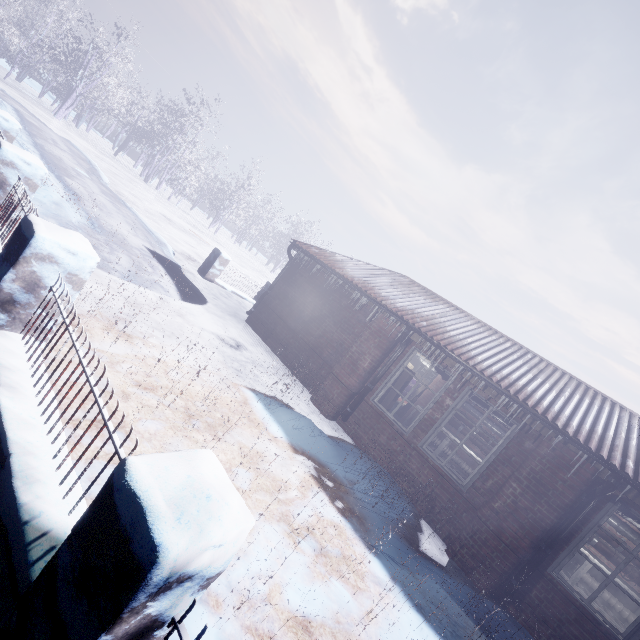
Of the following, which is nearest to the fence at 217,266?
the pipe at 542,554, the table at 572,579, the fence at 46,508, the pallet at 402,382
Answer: the fence at 46,508

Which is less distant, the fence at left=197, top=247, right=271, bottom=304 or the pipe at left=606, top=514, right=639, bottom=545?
the pipe at left=606, top=514, right=639, bottom=545

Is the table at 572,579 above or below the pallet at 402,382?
below

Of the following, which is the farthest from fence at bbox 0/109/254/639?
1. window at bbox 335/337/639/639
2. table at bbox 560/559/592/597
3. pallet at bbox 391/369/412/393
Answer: table at bbox 560/559/592/597

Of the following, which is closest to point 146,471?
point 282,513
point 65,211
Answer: point 282,513

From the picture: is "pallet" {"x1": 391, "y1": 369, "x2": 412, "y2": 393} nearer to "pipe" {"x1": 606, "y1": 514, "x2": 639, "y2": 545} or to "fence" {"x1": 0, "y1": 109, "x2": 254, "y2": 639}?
"pipe" {"x1": 606, "y1": 514, "x2": 639, "y2": 545}

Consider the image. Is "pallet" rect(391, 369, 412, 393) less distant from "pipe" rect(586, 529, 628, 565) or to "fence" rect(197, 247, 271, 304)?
"pipe" rect(586, 529, 628, 565)

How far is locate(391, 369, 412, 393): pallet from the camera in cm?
586
